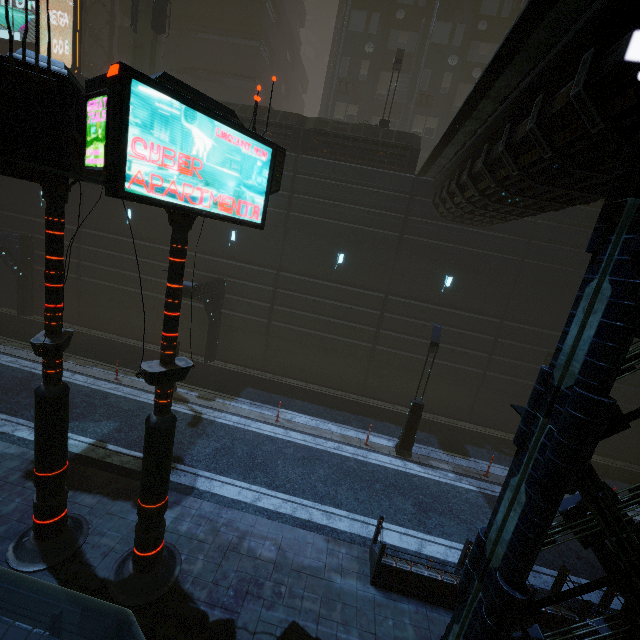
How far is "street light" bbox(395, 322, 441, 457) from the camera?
12.58m

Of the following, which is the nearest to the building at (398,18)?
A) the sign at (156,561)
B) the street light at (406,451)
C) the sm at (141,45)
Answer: the sm at (141,45)

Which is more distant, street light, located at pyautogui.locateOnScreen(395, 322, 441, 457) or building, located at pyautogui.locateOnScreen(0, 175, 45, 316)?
building, located at pyautogui.locateOnScreen(0, 175, 45, 316)

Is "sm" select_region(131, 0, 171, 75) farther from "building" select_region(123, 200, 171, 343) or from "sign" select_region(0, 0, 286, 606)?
"sign" select_region(0, 0, 286, 606)

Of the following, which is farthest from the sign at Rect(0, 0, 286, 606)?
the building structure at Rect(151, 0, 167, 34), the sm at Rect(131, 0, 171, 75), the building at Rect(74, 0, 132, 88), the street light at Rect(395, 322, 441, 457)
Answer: the building structure at Rect(151, 0, 167, 34)

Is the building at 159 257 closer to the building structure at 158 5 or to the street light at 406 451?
the street light at 406 451

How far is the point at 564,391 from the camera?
4.21m
